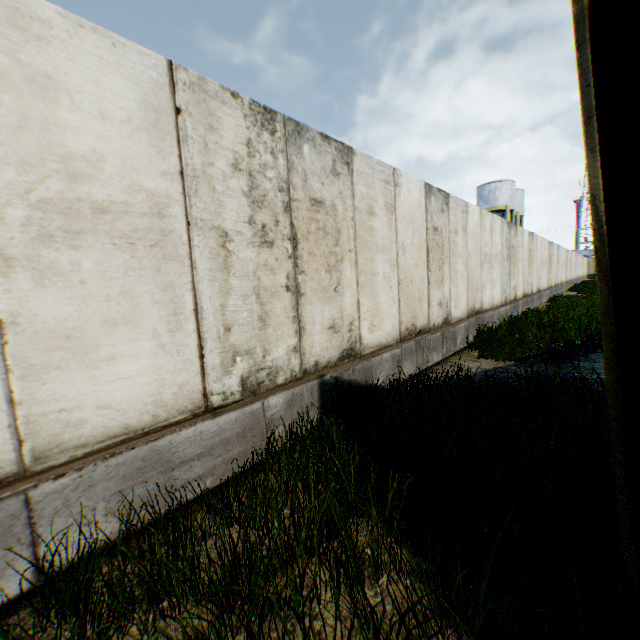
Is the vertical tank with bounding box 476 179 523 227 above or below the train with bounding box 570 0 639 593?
above

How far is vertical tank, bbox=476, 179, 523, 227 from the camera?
37.12m

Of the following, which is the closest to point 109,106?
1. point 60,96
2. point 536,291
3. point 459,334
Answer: point 60,96

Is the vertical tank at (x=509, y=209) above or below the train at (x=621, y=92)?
above

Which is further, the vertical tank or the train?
the vertical tank

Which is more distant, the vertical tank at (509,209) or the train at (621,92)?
the vertical tank at (509,209)
